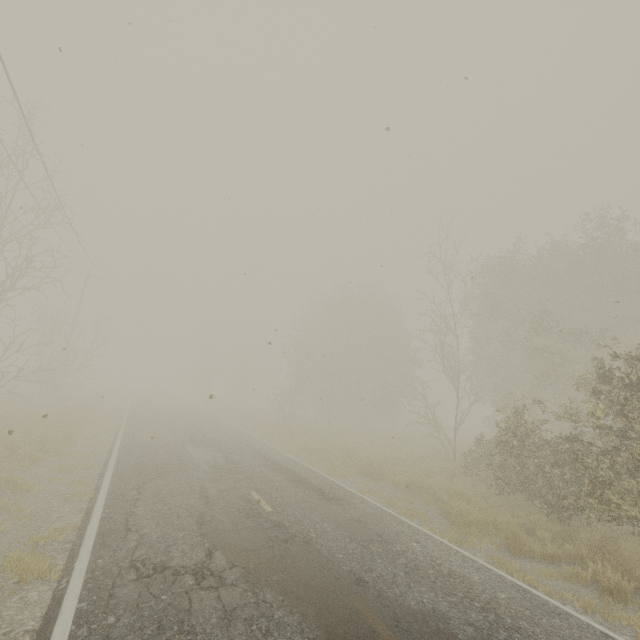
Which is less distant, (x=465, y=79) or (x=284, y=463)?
(x=465, y=79)
